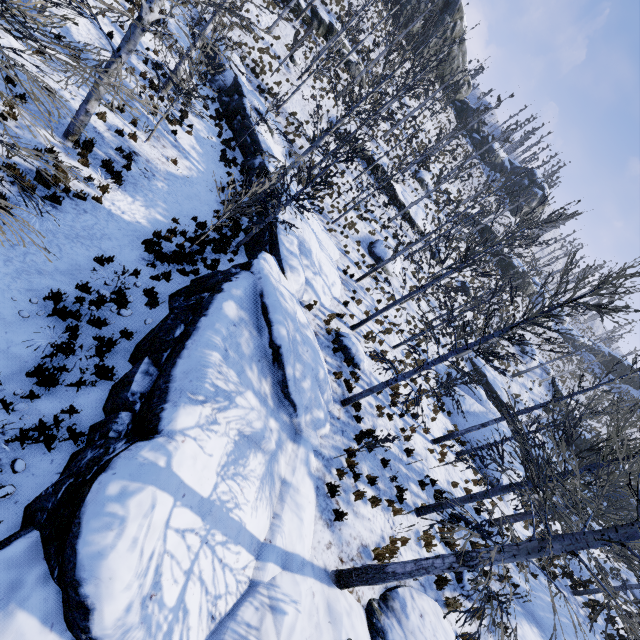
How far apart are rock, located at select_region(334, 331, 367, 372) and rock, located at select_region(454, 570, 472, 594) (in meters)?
6.61

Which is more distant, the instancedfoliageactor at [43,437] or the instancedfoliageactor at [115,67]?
the instancedfoliageactor at [115,67]

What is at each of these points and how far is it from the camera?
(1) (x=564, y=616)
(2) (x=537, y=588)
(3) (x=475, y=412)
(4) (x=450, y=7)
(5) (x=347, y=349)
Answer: (1) rock, 12.3 meters
(2) rock, 13.1 meters
(3) rock, 20.5 meters
(4) rock, 40.7 meters
(5) rock, 12.8 meters

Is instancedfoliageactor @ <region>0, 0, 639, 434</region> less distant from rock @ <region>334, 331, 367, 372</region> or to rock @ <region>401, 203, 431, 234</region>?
rock @ <region>334, 331, 367, 372</region>

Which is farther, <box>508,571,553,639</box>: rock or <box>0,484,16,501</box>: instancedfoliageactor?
<box>508,571,553,639</box>: rock

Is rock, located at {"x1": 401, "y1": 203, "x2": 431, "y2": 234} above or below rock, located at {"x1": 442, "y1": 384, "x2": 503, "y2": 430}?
above

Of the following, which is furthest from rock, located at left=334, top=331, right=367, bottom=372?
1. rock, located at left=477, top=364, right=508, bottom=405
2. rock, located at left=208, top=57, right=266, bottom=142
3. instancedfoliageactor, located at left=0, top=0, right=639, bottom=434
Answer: rock, located at left=477, top=364, right=508, bottom=405
